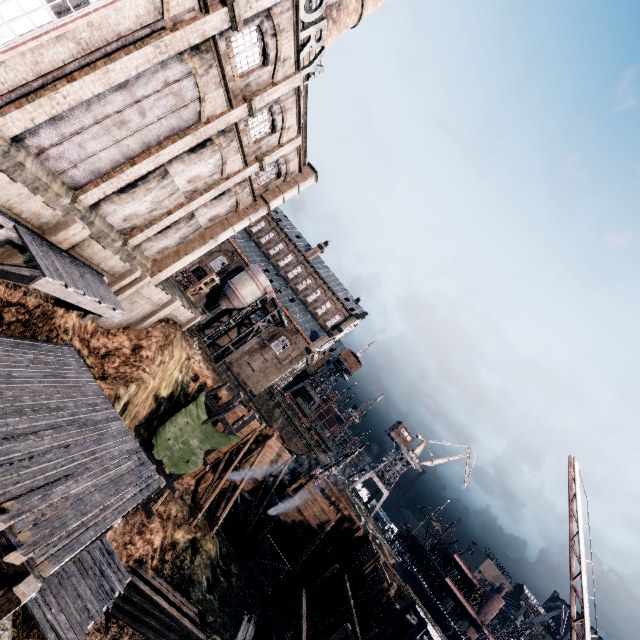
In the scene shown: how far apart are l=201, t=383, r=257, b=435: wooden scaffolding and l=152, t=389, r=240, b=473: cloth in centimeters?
1cm

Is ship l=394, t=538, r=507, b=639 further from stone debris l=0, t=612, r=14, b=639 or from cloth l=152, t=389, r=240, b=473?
stone debris l=0, t=612, r=14, b=639

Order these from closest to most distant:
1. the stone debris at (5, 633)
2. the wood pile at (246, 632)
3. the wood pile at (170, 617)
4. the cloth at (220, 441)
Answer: the stone debris at (5, 633) < the wood pile at (170, 617) < the cloth at (220, 441) < the wood pile at (246, 632)

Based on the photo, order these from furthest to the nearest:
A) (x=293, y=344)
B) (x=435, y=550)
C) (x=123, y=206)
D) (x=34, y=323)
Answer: (x=435, y=550), (x=293, y=344), (x=123, y=206), (x=34, y=323)

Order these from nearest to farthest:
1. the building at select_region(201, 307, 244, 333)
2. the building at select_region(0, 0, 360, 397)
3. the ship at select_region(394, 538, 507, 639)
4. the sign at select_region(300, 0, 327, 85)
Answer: the building at select_region(0, 0, 360, 397)
the sign at select_region(300, 0, 327, 85)
the ship at select_region(394, 538, 507, 639)
the building at select_region(201, 307, 244, 333)

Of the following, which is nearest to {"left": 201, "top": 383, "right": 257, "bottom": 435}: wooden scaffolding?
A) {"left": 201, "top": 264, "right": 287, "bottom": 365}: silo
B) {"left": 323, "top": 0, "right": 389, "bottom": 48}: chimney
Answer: {"left": 201, "top": 264, "right": 287, "bottom": 365}: silo

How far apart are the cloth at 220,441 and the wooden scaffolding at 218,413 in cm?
1

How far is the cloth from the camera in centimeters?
2286cm
